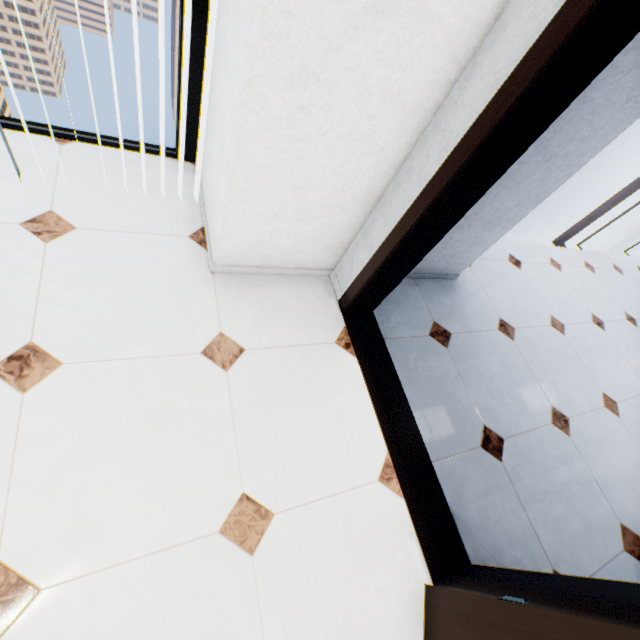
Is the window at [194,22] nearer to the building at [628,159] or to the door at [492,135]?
the door at [492,135]

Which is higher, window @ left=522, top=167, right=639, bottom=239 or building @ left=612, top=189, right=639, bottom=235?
window @ left=522, top=167, right=639, bottom=239

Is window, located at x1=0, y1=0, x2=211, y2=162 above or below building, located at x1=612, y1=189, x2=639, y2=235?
above

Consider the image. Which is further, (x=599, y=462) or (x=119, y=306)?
(x=599, y=462)

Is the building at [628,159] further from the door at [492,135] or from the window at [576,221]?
the door at [492,135]

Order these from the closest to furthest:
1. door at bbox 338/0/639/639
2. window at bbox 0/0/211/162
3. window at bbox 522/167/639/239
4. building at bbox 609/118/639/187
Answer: door at bbox 338/0/639/639
window at bbox 0/0/211/162
window at bbox 522/167/639/239
building at bbox 609/118/639/187

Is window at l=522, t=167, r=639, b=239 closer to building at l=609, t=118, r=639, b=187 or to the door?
the door
